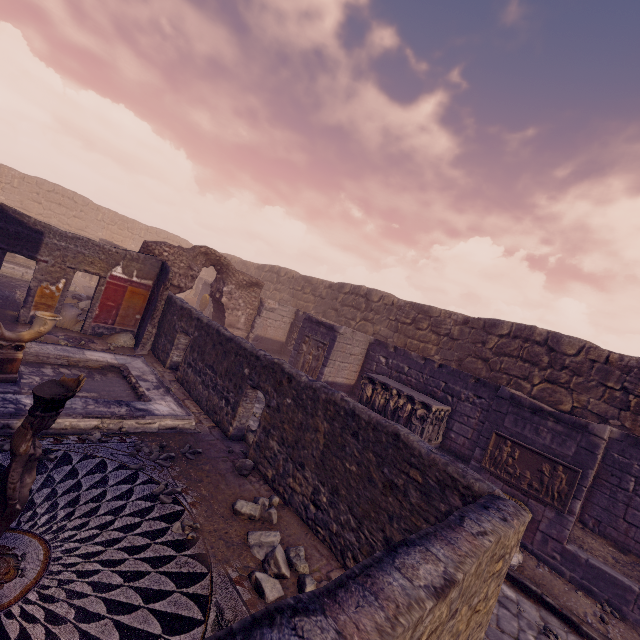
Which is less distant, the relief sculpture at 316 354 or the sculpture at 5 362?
the sculpture at 5 362

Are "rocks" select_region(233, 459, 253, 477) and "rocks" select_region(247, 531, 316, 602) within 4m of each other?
yes

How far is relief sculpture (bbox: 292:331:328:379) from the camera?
11.01m

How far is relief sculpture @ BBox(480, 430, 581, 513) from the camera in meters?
6.1

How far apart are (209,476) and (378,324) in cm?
1168

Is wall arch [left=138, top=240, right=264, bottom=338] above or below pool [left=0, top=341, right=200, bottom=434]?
above

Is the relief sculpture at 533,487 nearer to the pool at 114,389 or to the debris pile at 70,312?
the pool at 114,389

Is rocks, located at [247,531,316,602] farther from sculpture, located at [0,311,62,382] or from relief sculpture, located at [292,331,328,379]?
relief sculpture, located at [292,331,328,379]
